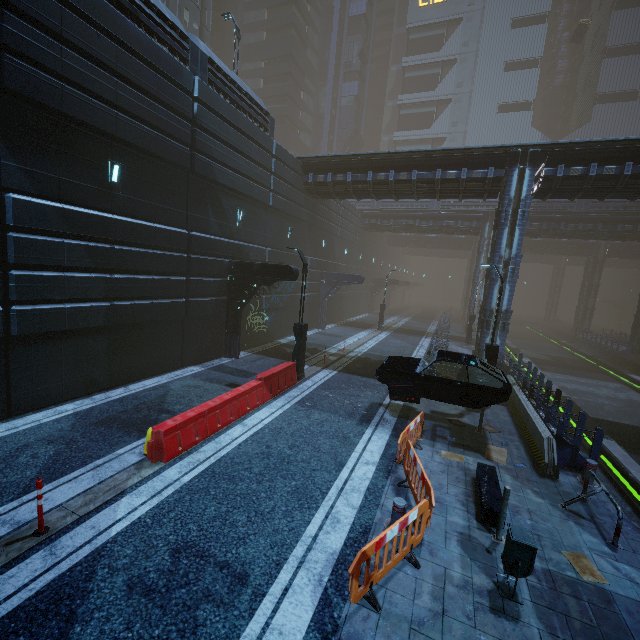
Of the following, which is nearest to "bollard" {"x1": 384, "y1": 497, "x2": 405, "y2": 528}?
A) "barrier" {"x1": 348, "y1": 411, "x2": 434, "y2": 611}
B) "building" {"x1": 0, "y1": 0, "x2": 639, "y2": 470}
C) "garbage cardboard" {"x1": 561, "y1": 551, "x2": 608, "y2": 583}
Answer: "barrier" {"x1": 348, "y1": 411, "x2": 434, "y2": 611}

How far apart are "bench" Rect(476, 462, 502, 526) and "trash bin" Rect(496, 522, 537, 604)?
1.0m

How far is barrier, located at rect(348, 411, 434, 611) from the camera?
4.4m

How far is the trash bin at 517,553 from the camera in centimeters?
477cm

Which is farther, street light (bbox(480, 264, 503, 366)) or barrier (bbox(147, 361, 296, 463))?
street light (bbox(480, 264, 503, 366))

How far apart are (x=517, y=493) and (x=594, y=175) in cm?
1629

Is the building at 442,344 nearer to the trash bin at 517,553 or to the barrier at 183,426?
the barrier at 183,426

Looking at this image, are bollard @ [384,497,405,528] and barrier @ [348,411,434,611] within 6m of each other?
yes
